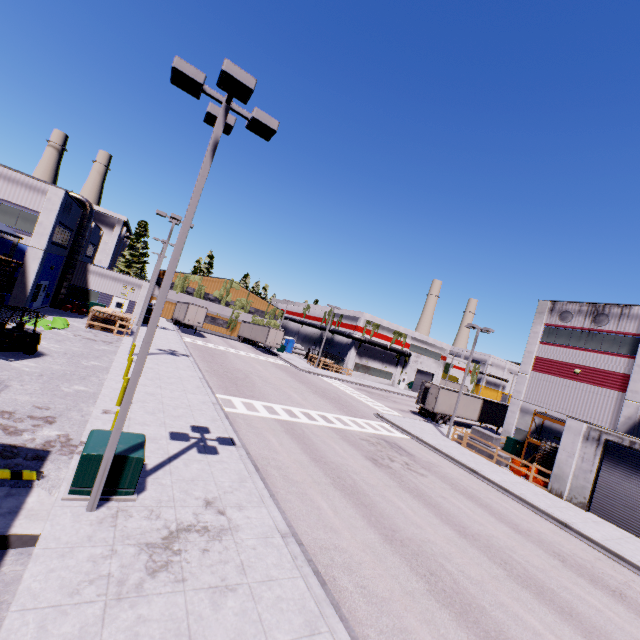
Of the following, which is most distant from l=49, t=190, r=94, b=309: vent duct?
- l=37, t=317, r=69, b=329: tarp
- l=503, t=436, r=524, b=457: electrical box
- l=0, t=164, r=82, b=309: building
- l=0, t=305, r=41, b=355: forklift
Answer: l=503, t=436, r=524, b=457: electrical box

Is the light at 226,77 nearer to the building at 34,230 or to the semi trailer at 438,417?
the semi trailer at 438,417

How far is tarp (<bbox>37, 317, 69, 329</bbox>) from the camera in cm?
2225

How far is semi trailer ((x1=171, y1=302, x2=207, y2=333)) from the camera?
43.1m

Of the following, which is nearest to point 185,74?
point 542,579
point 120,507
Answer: A: point 120,507

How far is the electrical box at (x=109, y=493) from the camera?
7.5 meters

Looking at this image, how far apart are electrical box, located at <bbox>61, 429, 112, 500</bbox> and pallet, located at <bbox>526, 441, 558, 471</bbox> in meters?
25.4 m

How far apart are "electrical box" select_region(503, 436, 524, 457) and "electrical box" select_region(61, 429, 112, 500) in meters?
30.9 m
